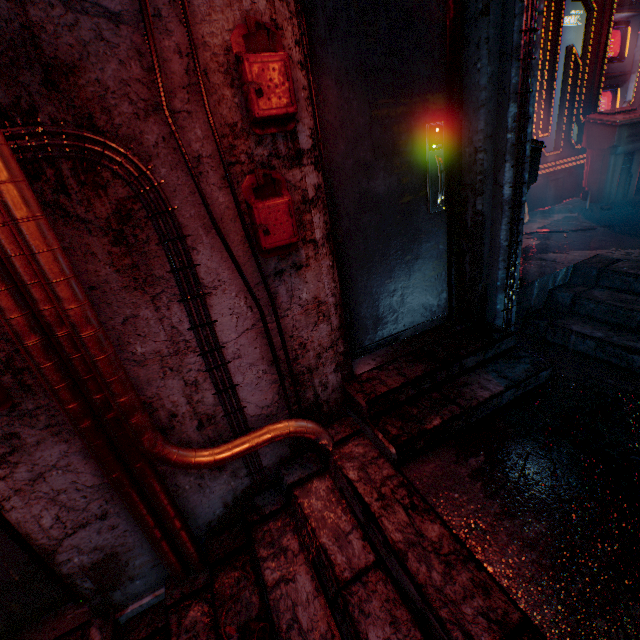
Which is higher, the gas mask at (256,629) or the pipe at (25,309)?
the pipe at (25,309)

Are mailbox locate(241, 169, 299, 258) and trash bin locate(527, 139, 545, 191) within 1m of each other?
no

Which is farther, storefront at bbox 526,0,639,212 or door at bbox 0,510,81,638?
storefront at bbox 526,0,639,212

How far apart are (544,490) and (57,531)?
2.3 meters

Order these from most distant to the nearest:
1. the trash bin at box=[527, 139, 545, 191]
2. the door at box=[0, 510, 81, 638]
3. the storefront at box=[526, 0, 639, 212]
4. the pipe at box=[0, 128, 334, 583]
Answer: the storefront at box=[526, 0, 639, 212], the trash bin at box=[527, 139, 545, 191], the door at box=[0, 510, 81, 638], the pipe at box=[0, 128, 334, 583]

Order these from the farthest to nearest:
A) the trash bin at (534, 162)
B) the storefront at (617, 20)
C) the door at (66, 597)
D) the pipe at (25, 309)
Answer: the storefront at (617, 20) → the trash bin at (534, 162) → the door at (66, 597) → the pipe at (25, 309)

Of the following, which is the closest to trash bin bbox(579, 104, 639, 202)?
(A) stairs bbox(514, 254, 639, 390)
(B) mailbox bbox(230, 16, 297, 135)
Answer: (A) stairs bbox(514, 254, 639, 390)

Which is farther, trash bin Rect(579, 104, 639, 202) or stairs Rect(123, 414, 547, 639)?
trash bin Rect(579, 104, 639, 202)
